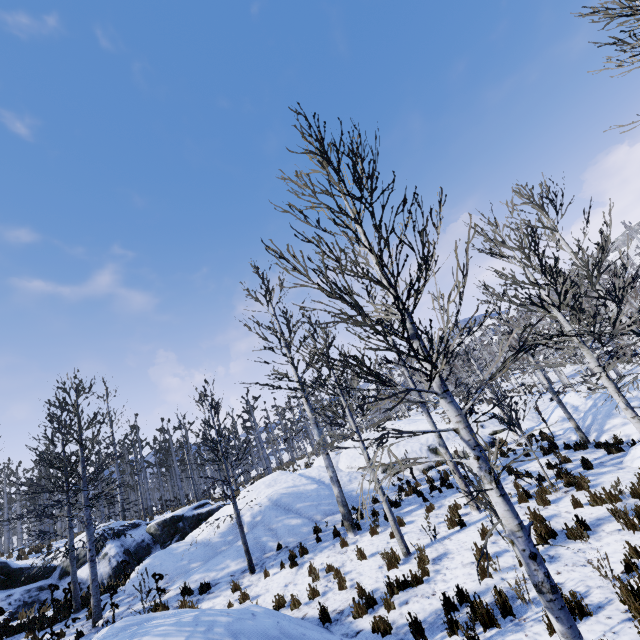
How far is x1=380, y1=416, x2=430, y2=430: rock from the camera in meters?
21.2

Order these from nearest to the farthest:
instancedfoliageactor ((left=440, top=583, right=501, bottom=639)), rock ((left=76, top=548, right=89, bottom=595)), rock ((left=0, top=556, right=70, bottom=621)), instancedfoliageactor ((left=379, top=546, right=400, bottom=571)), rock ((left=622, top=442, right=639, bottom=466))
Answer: instancedfoliageactor ((left=440, top=583, right=501, bottom=639))
instancedfoliageactor ((left=379, top=546, right=400, bottom=571))
rock ((left=622, top=442, right=639, bottom=466))
rock ((left=0, top=556, right=70, bottom=621))
rock ((left=76, top=548, right=89, bottom=595))

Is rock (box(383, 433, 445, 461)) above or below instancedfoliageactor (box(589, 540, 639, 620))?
above

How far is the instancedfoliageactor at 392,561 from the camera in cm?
831

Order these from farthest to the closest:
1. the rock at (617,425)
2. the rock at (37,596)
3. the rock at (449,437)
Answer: the rock at (449,437)
the rock at (37,596)
the rock at (617,425)

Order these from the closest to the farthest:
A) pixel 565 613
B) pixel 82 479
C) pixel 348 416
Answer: pixel 565 613
pixel 348 416
pixel 82 479

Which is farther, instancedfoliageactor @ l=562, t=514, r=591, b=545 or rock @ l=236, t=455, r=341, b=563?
rock @ l=236, t=455, r=341, b=563
